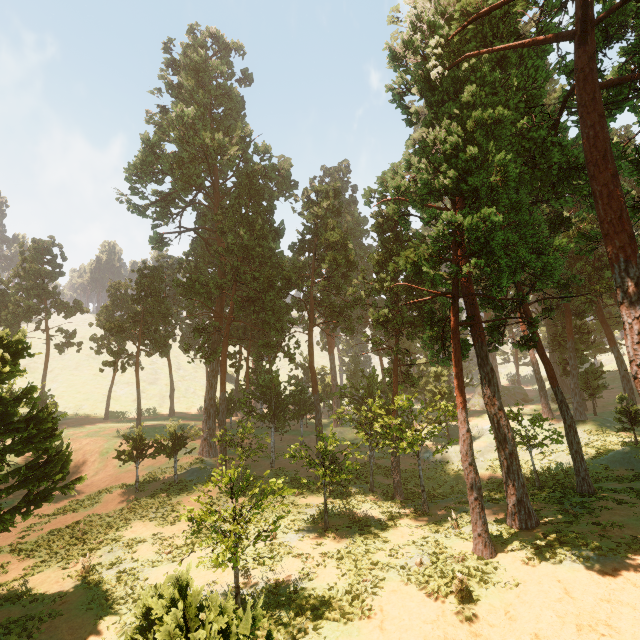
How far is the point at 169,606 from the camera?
3.58m
